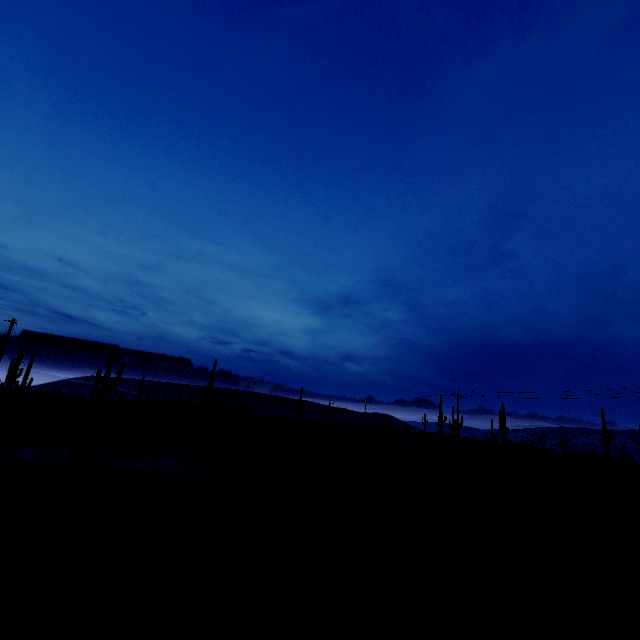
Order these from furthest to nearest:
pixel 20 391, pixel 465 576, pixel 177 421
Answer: pixel 177 421, pixel 20 391, pixel 465 576
